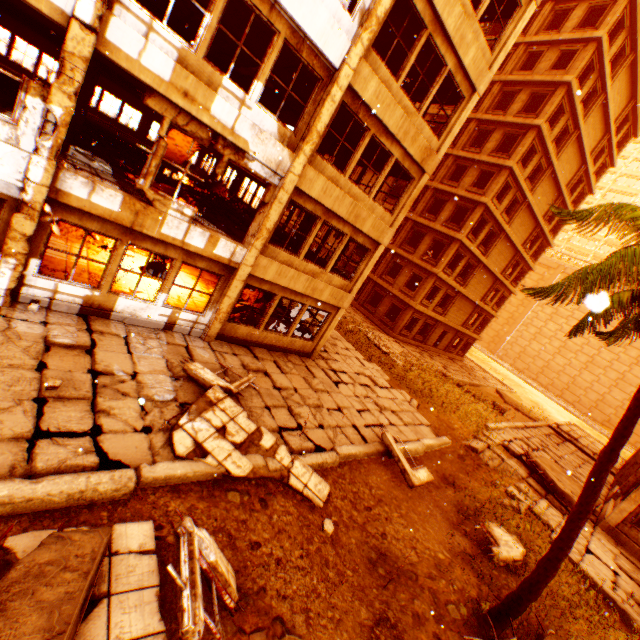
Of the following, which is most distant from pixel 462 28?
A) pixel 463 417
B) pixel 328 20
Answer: pixel 463 417

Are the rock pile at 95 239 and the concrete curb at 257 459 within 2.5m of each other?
no

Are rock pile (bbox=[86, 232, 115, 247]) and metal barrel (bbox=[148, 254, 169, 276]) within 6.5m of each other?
yes

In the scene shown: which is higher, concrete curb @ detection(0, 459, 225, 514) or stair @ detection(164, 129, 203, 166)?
stair @ detection(164, 129, 203, 166)

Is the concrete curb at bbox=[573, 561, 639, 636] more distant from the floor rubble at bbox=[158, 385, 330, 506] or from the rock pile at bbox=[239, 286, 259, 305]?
the rock pile at bbox=[239, 286, 259, 305]

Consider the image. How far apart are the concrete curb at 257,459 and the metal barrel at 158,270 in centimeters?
831cm

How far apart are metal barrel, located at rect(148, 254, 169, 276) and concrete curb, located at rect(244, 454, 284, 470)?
8.3 meters

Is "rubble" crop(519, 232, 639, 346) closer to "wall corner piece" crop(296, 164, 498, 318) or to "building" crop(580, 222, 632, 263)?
"wall corner piece" crop(296, 164, 498, 318)
